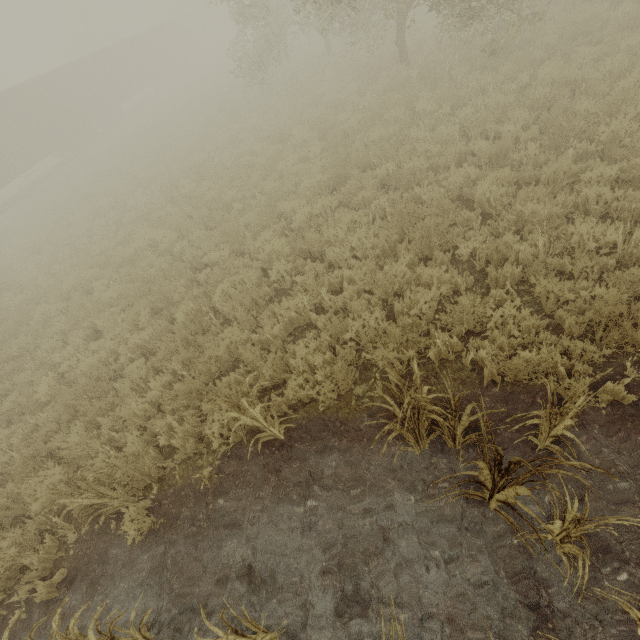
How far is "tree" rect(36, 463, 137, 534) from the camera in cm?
383

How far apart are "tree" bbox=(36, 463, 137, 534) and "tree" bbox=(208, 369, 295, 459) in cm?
202

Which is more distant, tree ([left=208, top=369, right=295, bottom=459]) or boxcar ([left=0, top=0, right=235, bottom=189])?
boxcar ([left=0, top=0, right=235, bottom=189])

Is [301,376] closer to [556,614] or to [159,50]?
[556,614]

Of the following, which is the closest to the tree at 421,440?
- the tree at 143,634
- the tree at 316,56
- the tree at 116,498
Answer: the tree at 143,634

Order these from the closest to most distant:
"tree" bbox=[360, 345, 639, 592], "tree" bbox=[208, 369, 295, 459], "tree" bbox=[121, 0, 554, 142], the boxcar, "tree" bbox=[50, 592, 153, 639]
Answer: "tree" bbox=[360, 345, 639, 592]
"tree" bbox=[50, 592, 153, 639]
"tree" bbox=[208, 369, 295, 459]
"tree" bbox=[121, 0, 554, 142]
the boxcar

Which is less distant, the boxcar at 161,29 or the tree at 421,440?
the tree at 421,440

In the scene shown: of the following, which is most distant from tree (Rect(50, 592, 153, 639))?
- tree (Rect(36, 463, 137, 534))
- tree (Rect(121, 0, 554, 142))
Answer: tree (Rect(121, 0, 554, 142))
